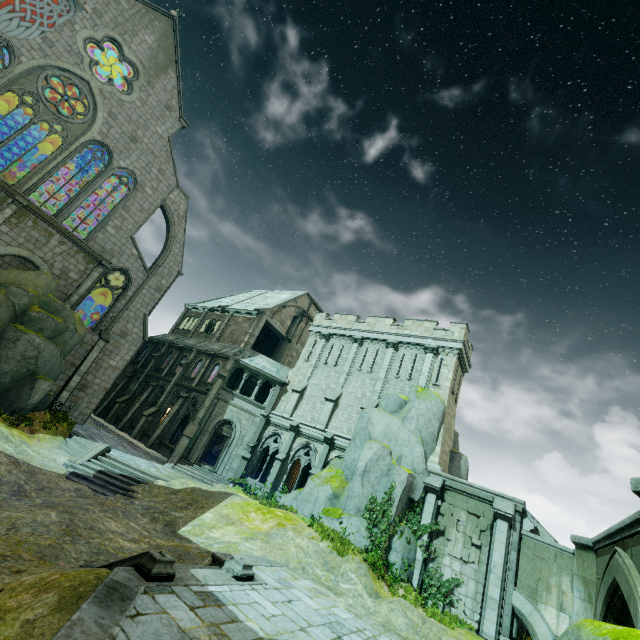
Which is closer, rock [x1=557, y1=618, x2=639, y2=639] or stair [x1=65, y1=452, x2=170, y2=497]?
rock [x1=557, y1=618, x2=639, y2=639]

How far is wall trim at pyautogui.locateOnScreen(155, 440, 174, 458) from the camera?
24.52m

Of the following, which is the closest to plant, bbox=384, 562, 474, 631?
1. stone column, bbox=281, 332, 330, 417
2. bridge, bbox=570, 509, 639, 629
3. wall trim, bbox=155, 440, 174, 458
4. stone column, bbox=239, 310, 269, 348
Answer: bridge, bbox=570, 509, 639, 629

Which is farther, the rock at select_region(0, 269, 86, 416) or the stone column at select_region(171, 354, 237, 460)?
the stone column at select_region(171, 354, 237, 460)

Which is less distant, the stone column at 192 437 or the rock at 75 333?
the rock at 75 333

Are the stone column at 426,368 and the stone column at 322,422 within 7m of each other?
yes

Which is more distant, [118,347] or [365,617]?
[118,347]

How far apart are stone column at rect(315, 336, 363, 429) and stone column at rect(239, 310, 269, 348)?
8.98m
